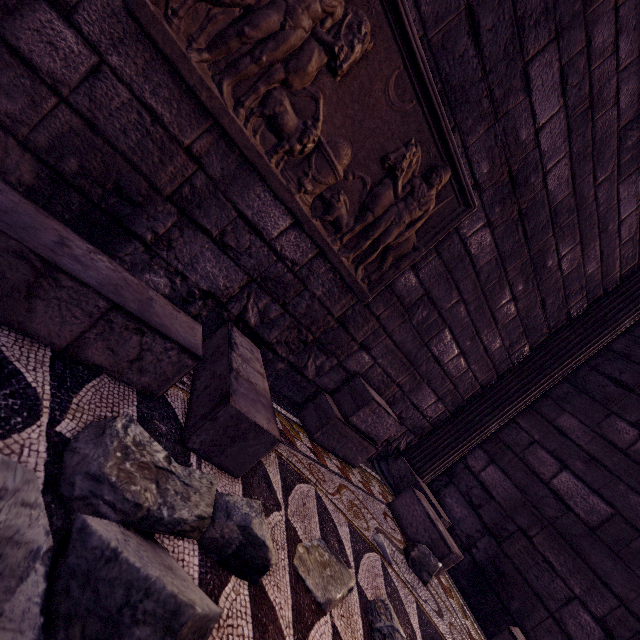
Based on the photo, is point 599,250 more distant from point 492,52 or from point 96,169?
point 96,169

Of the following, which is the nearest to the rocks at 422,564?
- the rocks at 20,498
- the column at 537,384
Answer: the column at 537,384

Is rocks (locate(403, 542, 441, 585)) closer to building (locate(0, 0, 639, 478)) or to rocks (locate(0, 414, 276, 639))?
building (locate(0, 0, 639, 478))

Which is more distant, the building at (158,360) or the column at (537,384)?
the column at (537,384)

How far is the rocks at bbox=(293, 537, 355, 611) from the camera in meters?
1.2 m

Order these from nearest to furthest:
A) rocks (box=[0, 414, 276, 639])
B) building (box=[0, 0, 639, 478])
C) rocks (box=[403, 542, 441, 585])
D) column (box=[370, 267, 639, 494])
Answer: rocks (box=[0, 414, 276, 639]) → building (box=[0, 0, 639, 478]) → rocks (box=[403, 542, 441, 585]) → column (box=[370, 267, 639, 494])

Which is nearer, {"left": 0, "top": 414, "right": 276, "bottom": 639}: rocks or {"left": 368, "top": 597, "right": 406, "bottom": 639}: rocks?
{"left": 0, "top": 414, "right": 276, "bottom": 639}: rocks

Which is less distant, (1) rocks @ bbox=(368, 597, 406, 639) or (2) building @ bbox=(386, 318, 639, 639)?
(1) rocks @ bbox=(368, 597, 406, 639)
